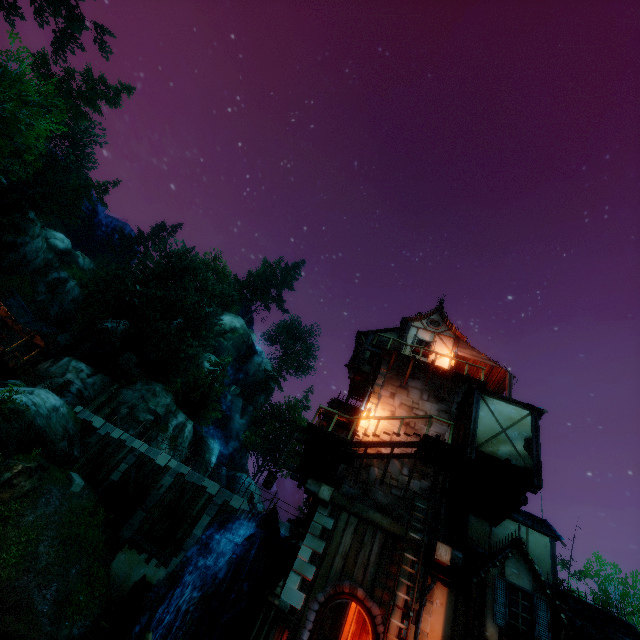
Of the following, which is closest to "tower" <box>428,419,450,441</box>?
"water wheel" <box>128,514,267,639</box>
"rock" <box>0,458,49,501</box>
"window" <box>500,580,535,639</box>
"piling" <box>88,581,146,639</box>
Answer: "water wheel" <box>128,514,267,639</box>

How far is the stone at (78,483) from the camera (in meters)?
18.50

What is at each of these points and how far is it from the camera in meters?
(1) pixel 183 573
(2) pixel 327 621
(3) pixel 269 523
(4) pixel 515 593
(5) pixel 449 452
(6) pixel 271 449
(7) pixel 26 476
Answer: (1) water wheel, 9.7
(2) door, 9.2
(3) drain, 13.3
(4) window, 9.2
(5) wooden platform, 11.9
(6) tree, 51.2
(7) rock, 15.5

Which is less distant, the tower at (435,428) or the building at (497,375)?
the tower at (435,428)

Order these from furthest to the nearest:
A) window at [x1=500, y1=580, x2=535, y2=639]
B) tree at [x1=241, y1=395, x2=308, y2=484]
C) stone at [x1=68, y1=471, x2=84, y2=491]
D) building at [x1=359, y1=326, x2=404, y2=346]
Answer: tree at [x1=241, y1=395, x2=308, y2=484]
building at [x1=359, y1=326, x2=404, y2=346]
stone at [x1=68, y1=471, x2=84, y2=491]
window at [x1=500, y1=580, x2=535, y2=639]

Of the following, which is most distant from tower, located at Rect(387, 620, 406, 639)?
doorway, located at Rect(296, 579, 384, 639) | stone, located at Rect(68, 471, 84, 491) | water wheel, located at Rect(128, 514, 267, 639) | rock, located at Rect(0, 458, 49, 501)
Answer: stone, located at Rect(68, 471, 84, 491)

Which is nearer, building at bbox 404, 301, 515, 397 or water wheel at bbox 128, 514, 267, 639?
water wheel at bbox 128, 514, 267, 639

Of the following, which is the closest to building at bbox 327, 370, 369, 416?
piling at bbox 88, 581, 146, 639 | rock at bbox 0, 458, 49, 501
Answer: piling at bbox 88, 581, 146, 639
